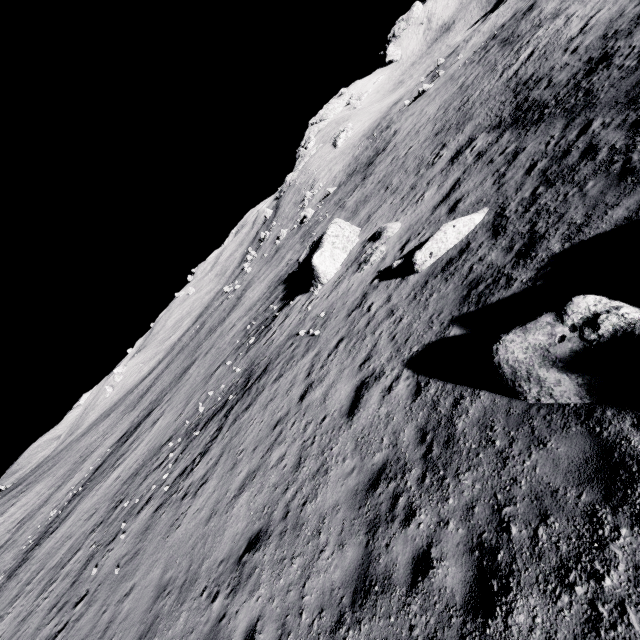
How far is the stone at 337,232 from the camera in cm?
2012

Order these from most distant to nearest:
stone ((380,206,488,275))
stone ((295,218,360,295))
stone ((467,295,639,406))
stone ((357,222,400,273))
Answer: stone ((295,218,360,295))
stone ((357,222,400,273))
stone ((380,206,488,275))
stone ((467,295,639,406))

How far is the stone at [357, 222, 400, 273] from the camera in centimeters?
1655cm

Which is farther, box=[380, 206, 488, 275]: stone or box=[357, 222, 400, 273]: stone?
box=[357, 222, 400, 273]: stone

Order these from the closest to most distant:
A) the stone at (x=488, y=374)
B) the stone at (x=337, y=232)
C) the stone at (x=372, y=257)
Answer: the stone at (x=488, y=374)
the stone at (x=372, y=257)
the stone at (x=337, y=232)

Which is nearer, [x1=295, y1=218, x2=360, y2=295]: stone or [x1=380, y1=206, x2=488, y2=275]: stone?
[x1=380, y1=206, x2=488, y2=275]: stone

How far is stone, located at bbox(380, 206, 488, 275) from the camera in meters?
11.4 m

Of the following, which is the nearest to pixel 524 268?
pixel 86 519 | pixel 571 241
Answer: pixel 571 241
